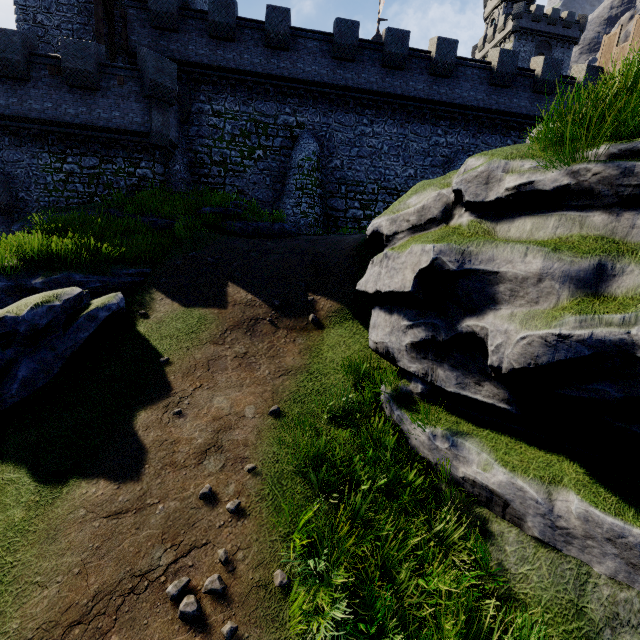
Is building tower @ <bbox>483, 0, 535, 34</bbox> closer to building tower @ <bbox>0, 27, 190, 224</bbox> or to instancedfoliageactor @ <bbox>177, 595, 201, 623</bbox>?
building tower @ <bbox>0, 27, 190, 224</bbox>

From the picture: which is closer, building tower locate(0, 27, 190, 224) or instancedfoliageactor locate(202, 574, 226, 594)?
instancedfoliageactor locate(202, 574, 226, 594)

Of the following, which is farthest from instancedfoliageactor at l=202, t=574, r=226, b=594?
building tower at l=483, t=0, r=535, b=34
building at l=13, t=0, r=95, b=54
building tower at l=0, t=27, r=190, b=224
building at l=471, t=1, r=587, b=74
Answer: building tower at l=483, t=0, r=535, b=34

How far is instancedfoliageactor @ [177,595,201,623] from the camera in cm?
400

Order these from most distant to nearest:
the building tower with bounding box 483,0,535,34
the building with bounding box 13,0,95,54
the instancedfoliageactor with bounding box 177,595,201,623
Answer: the building tower with bounding box 483,0,535,34, the building with bounding box 13,0,95,54, the instancedfoliageactor with bounding box 177,595,201,623

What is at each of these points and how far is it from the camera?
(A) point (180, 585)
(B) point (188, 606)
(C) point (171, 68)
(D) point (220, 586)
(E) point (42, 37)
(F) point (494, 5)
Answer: (A) instancedfoliageactor, 4.22m
(B) instancedfoliageactor, 4.03m
(C) building tower, 15.66m
(D) instancedfoliageactor, 4.29m
(E) building, 18.66m
(F) building tower, 54.72m

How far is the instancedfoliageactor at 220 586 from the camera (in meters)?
4.26
